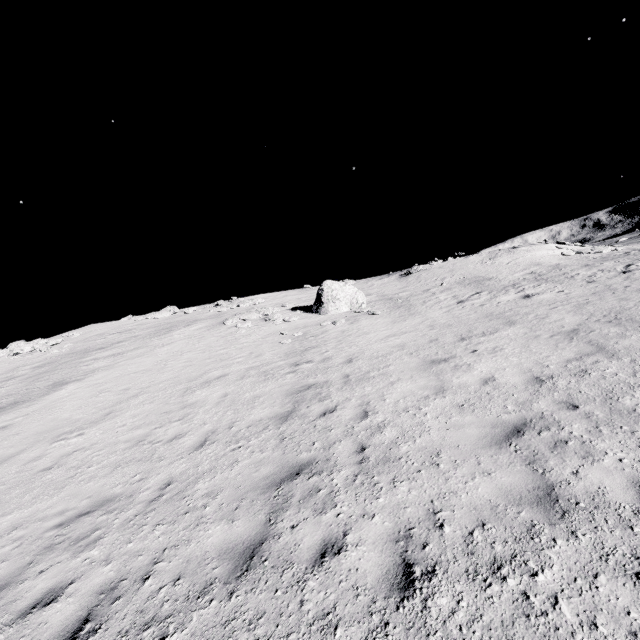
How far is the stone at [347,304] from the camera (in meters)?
20.41

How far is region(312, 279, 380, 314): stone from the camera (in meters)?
20.41

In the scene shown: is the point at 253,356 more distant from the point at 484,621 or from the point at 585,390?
the point at 484,621
